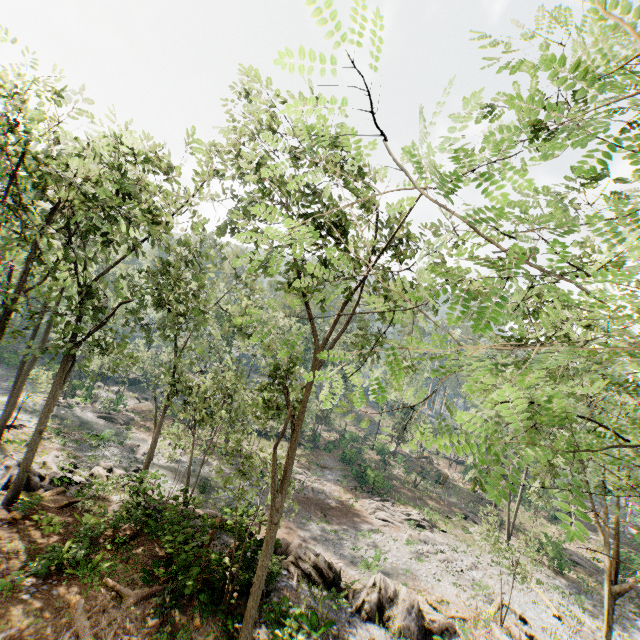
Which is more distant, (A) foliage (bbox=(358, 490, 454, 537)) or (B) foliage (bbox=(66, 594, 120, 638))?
(A) foliage (bbox=(358, 490, 454, 537))

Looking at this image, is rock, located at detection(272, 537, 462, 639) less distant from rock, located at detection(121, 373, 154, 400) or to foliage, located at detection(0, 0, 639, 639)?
foliage, located at detection(0, 0, 639, 639)

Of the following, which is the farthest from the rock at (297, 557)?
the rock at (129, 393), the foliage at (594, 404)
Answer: the rock at (129, 393)

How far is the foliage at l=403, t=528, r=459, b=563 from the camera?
26.2 meters

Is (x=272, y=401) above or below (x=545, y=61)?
below

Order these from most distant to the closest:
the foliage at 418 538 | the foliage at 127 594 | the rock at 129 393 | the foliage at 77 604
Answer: the rock at 129 393, the foliage at 418 538, the foliage at 127 594, the foliage at 77 604
